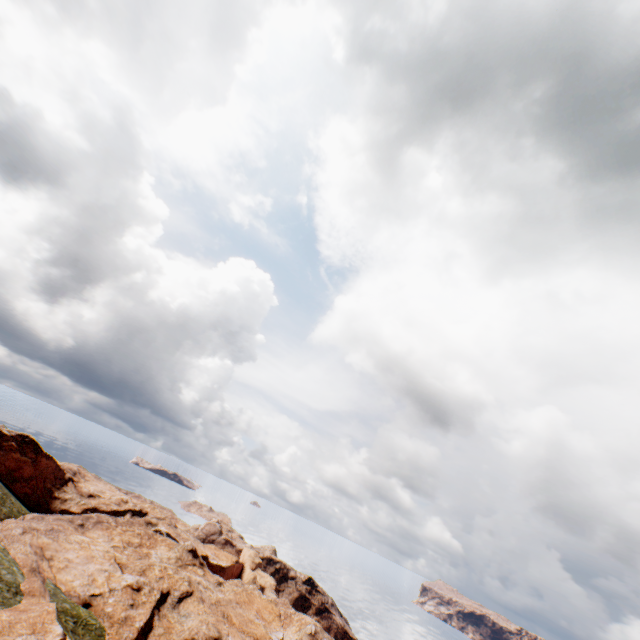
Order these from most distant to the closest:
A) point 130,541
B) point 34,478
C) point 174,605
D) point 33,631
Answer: point 34,478 < point 130,541 < point 174,605 < point 33,631
